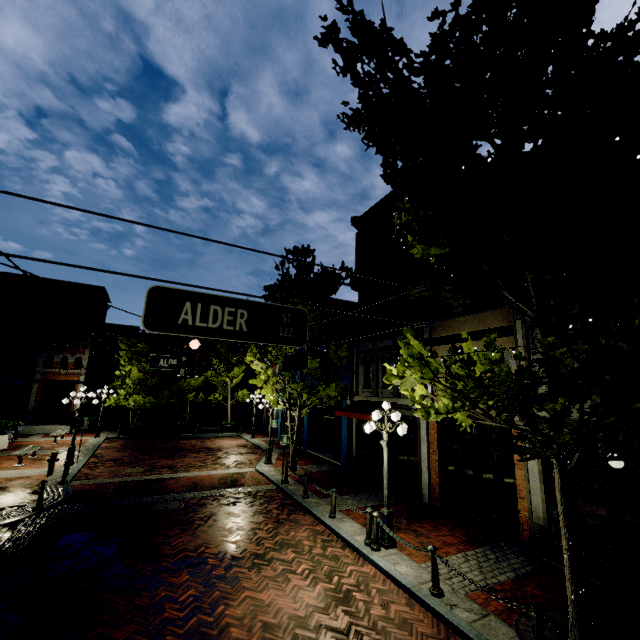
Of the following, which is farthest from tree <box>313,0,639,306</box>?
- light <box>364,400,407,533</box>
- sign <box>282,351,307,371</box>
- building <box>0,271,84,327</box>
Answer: building <box>0,271,84,327</box>

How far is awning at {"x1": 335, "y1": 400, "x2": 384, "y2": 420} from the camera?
13.83m

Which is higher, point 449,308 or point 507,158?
point 507,158

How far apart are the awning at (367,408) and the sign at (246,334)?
10.5m

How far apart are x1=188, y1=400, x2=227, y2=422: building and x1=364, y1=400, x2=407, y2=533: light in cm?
2919

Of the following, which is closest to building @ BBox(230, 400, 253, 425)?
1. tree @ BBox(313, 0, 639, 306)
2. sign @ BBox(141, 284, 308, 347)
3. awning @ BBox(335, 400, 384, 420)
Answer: tree @ BBox(313, 0, 639, 306)

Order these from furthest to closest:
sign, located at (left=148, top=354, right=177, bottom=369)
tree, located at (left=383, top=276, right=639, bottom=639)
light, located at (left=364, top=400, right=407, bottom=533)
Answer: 1. sign, located at (left=148, top=354, right=177, bottom=369)
2. light, located at (left=364, top=400, right=407, bottom=533)
3. tree, located at (left=383, top=276, right=639, bottom=639)

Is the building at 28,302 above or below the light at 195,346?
above
